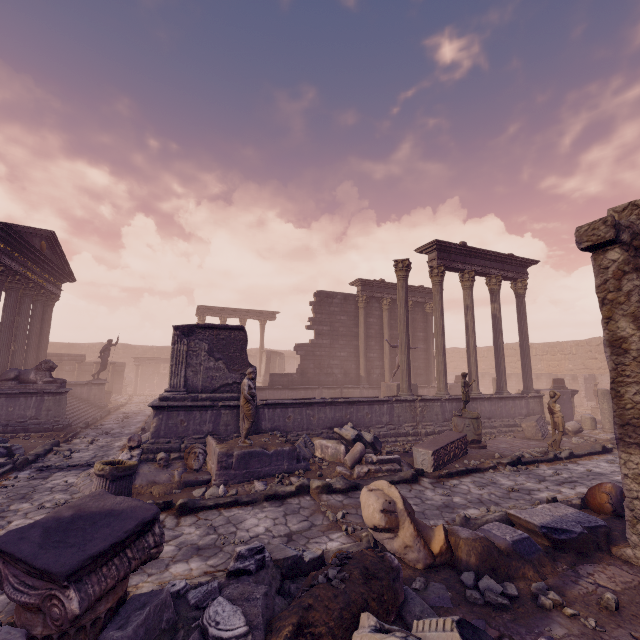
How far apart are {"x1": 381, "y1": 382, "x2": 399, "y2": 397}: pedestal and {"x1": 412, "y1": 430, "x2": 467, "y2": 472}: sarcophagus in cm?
468

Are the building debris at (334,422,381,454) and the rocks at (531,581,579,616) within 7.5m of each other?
yes

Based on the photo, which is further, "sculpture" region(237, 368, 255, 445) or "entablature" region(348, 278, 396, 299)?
"entablature" region(348, 278, 396, 299)

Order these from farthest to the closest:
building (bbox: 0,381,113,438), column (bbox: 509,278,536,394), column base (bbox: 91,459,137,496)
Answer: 1. column (bbox: 509,278,536,394)
2. building (bbox: 0,381,113,438)
3. column base (bbox: 91,459,137,496)

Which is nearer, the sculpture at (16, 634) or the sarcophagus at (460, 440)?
the sculpture at (16, 634)

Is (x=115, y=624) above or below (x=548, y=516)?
above

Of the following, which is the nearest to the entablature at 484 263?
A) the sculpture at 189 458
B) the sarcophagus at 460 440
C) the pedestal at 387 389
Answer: the pedestal at 387 389

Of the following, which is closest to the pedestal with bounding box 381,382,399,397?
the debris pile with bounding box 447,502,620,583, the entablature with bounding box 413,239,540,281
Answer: the entablature with bounding box 413,239,540,281
